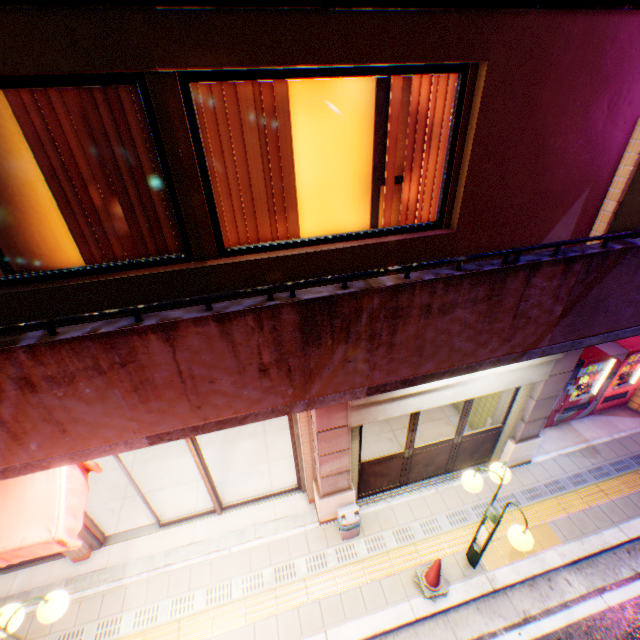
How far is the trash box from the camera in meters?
5.5

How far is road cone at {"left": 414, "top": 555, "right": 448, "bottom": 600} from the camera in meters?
4.9 m

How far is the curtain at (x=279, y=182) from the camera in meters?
3.0

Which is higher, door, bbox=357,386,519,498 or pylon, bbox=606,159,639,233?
pylon, bbox=606,159,639,233

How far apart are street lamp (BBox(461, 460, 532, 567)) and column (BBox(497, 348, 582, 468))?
1.6m

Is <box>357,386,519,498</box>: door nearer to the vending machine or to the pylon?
the vending machine

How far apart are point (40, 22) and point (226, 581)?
7.2m

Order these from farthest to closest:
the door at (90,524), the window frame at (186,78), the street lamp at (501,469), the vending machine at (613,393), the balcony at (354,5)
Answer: the vending machine at (613,393) → the door at (90,524) → the street lamp at (501,469) → the window frame at (186,78) → the balcony at (354,5)
